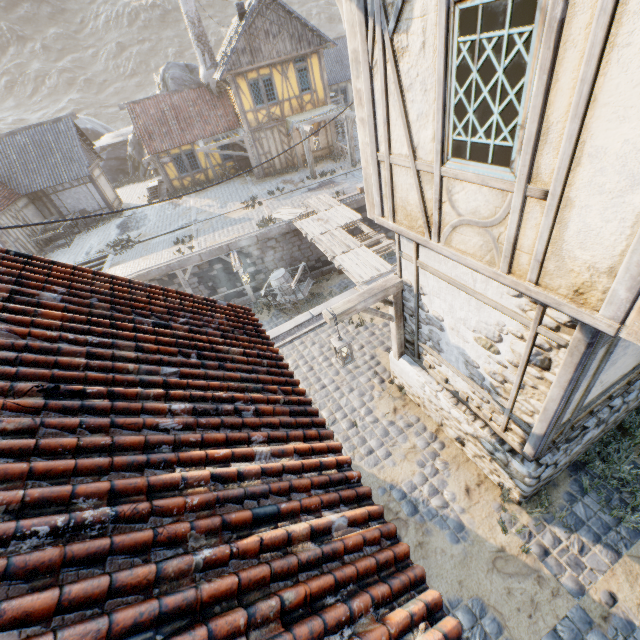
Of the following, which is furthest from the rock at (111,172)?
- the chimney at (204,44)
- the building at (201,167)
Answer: the chimney at (204,44)

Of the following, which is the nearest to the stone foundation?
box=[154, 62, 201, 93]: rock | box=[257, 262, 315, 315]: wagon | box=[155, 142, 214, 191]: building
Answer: box=[257, 262, 315, 315]: wagon

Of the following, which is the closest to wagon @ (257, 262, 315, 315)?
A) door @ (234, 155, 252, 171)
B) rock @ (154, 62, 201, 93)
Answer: door @ (234, 155, 252, 171)

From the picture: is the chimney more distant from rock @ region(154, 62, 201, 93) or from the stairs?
the stairs

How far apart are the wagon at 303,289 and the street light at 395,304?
7.90m

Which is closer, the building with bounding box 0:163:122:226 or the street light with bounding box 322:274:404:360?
the street light with bounding box 322:274:404:360

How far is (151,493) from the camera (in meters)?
2.18

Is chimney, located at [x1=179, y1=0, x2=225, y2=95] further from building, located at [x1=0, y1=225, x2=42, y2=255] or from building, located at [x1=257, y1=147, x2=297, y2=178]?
building, located at [x1=0, y1=225, x2=42, y2=255]
